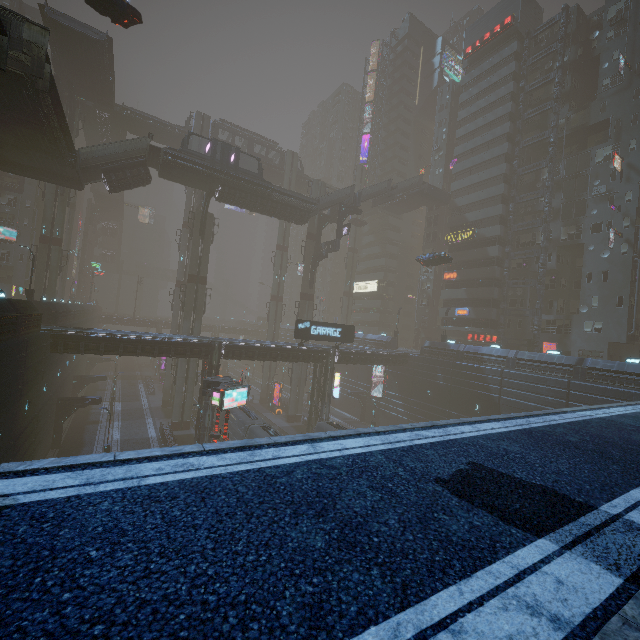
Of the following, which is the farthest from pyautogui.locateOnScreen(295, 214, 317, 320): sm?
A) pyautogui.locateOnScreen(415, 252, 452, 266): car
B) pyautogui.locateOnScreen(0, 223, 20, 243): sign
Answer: pyautogui.locateOnScreen(0, 223, 20, 243): sign

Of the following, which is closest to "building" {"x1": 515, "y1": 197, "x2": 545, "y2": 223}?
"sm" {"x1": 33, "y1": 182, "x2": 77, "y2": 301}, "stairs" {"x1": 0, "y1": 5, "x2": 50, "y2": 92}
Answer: "sm" {"x1": 33, "y1": 182, "x2": 77, "y2": 301}

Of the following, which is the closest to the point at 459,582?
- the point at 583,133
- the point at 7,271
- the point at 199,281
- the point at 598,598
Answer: the point at 598,598

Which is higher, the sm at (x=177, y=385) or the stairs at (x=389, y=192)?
the stairs at (x=389, y=192)

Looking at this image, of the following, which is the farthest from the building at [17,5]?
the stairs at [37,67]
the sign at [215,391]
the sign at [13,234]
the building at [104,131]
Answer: the building at [104,131]

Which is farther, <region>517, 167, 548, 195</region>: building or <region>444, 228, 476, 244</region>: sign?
<region>444, 228, 476, 244</region>: sign

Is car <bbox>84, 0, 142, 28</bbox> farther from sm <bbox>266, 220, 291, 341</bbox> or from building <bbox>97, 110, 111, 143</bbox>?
building <bbox>97, 110, 111, 143</bbox>

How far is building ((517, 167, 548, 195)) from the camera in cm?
4419
